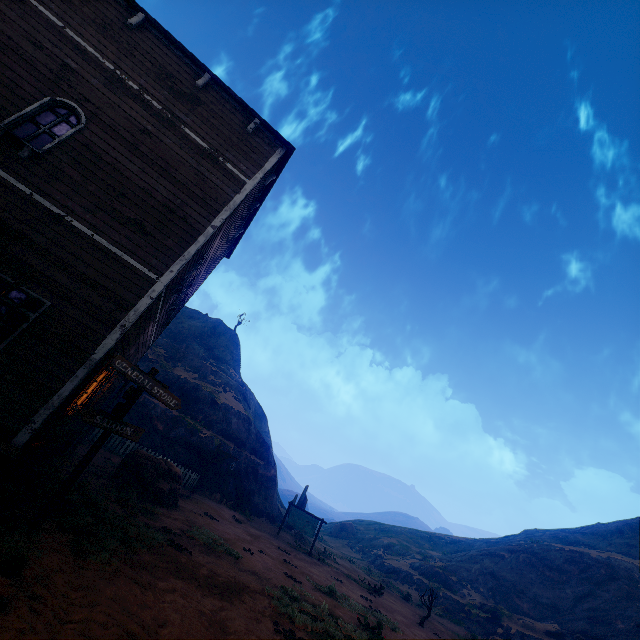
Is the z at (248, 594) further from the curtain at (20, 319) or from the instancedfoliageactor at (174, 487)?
the curtain at (20, 319)

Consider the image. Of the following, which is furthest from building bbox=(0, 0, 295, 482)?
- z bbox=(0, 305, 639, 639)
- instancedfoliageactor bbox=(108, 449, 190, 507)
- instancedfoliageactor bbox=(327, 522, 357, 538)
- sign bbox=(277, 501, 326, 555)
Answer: instancedfoliageactor bbox=(327, 522, 357, 538)

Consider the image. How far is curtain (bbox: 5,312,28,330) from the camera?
6.1m

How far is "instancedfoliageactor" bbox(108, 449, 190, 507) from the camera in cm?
1202

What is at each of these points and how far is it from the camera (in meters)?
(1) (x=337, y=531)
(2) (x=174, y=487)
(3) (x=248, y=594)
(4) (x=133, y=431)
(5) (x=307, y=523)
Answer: (1) instancedfoliageactor, 48.78
(2) instancedfoliageactor, 13.27
(3) z, 8.16
(4) sign, 6.53
(5) sign, 22.41

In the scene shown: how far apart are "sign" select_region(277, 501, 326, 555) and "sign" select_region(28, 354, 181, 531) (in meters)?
19.21

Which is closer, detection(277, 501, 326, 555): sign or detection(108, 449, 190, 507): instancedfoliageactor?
detection(108, 449, 190, 507): instancedfoliageactor

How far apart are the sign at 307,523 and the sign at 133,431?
19.2m
